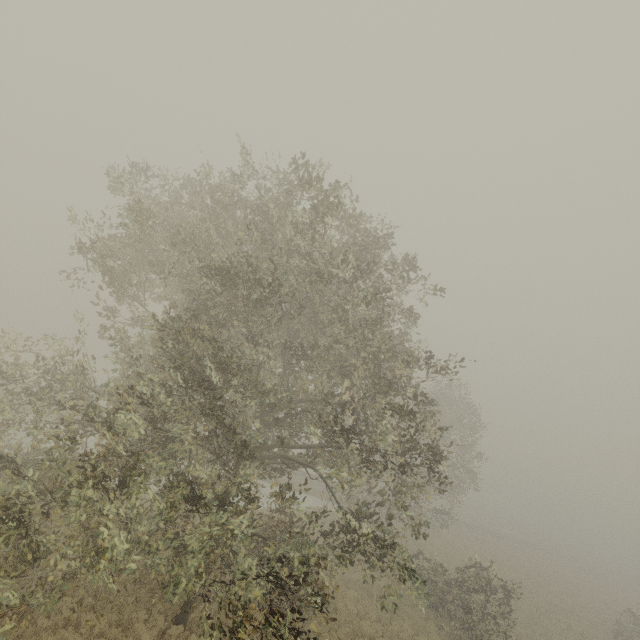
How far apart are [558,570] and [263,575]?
47.9 meters
